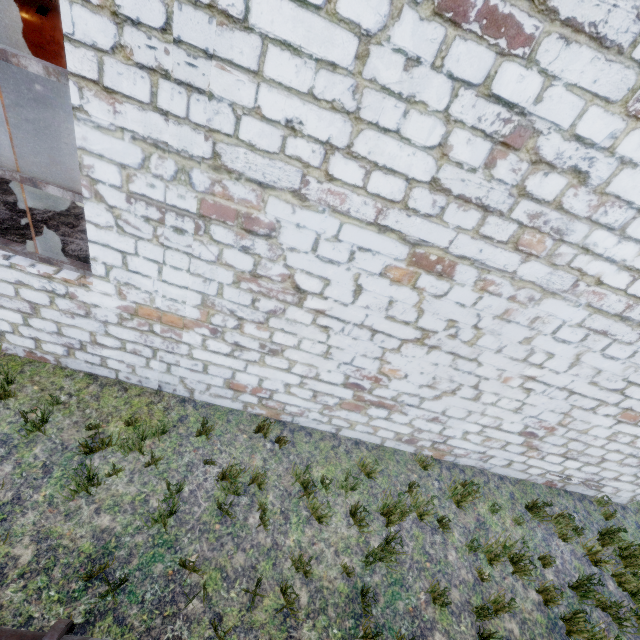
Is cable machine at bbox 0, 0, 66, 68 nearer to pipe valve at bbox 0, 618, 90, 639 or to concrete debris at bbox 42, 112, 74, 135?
concrete debris at bbox 42, 112, 74, 135

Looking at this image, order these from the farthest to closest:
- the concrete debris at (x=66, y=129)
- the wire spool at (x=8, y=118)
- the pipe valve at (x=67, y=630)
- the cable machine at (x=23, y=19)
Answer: the cable machine at (x=23, y=19), the concrete debris at (x=66, y=129), the wire spool at (x=8, y=118), the pipe valve at (x=67, y=630)

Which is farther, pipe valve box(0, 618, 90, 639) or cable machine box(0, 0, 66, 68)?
cable machine box(0, 0, 66, 68)

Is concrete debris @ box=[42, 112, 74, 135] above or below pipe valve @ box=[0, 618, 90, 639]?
below

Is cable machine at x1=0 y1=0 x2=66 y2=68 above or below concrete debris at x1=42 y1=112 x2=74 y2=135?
above

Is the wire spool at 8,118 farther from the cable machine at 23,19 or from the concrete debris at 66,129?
the cable machine at 23,19

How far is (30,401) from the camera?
4.4m
